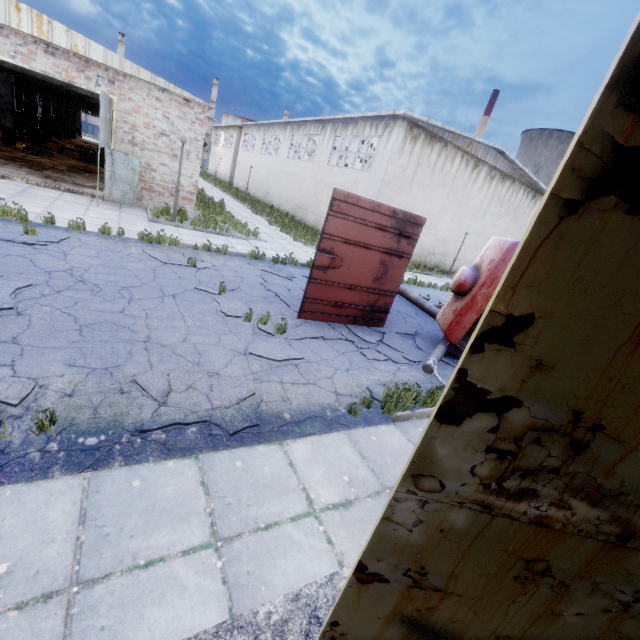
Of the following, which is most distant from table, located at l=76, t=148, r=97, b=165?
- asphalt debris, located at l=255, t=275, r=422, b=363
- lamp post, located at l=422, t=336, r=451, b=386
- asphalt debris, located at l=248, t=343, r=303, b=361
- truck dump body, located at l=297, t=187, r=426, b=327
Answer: lamp post, located at l=422, t=336, r=451, b=386

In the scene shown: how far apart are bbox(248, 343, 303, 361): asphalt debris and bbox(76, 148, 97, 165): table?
25.1m

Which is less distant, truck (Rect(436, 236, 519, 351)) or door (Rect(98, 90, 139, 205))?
truck (Rect(436, 236, 519, 351))

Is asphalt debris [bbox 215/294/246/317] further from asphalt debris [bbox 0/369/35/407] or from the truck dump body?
asphalt debris [bbox 0/369/35/407]

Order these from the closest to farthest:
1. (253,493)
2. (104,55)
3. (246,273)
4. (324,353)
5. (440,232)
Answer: (253,493) < (324,353) < (246,273) < (104,55) < (440,232)

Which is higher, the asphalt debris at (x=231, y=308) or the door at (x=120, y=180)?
the door at (x=120, y=180)

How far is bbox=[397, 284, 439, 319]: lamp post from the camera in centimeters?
1159cm

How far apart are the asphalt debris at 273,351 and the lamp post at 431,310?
6.75m
